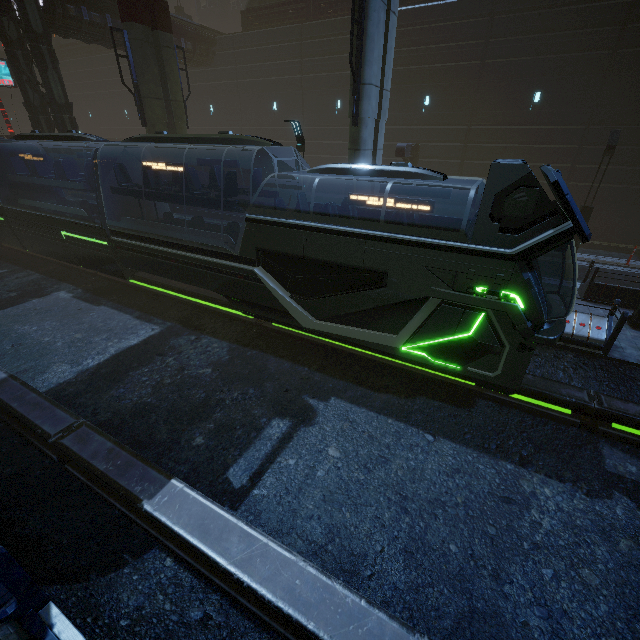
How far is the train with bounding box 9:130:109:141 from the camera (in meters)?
11.95

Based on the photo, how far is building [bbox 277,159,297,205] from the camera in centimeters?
2639cm

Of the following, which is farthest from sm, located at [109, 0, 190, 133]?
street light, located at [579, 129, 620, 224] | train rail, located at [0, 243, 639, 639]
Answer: street light, located at [579, 129, 620, 224]

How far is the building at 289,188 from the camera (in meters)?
26.39

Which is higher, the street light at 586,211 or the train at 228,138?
the train at 228,138

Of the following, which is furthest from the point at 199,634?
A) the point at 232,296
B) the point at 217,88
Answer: the point at 217,88

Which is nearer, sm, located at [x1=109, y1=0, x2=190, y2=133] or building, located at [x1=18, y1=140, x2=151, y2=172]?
sm, located at [x1=109, y1=0, x2=190, y2=133]
